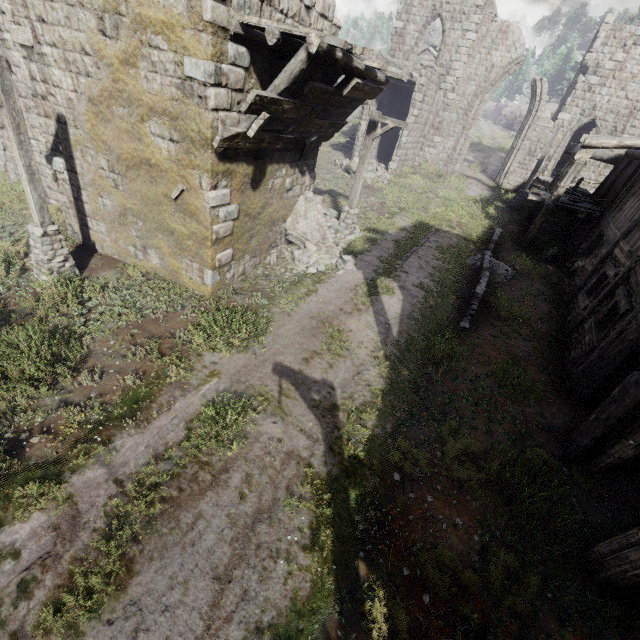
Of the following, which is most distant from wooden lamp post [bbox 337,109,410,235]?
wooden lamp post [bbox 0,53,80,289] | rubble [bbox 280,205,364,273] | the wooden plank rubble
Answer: wooden lamp post [bbox 0,53,80,289]

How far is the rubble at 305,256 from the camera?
11.6m

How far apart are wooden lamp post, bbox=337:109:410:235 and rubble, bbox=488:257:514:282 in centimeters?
489cm

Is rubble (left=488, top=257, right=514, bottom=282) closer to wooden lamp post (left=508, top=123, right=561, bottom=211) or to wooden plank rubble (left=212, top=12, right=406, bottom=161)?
wooden plank rubble (left=212, top=12, right=406, bottom=161)

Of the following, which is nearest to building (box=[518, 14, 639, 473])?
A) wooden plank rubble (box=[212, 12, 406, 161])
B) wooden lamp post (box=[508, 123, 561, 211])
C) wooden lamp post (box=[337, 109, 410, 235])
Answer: wooden plank rubble (box=[212, 12, 406, 161])

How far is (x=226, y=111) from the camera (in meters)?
7.15

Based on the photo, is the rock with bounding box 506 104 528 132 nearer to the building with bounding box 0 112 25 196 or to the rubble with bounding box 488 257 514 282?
the building with bounding box 0 112 25 196

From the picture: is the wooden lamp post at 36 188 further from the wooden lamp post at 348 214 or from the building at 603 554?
the wooden lamp post at 348 214
